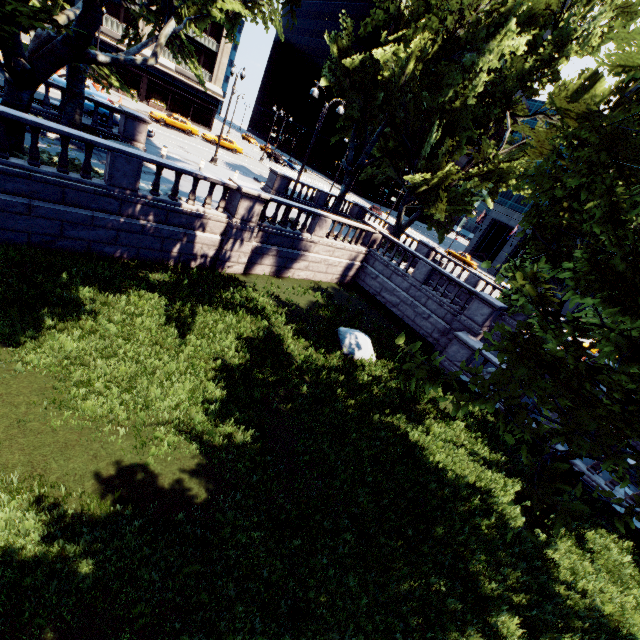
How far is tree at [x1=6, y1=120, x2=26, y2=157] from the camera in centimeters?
1020cm

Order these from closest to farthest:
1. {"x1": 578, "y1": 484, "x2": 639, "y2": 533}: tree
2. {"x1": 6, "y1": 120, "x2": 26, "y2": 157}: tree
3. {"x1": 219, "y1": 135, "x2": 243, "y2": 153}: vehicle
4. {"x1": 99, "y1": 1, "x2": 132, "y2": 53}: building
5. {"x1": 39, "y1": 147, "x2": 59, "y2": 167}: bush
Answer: {"x1": 578, "y1": 484, "x2": 639, "y2": 533}: tree → {"x1": 6, "y1": 120, "x2": 26, "y2": 157}: tree → {"x1": 39, "y1": 147, "x2": 59, "y2": 167}: bush → {"x1": 99, "y1": 1, "x2": 132, "y2": 53}: building → {"x1": 219, "y1": 135, "x2": 243, "y2": 153}: vehicle

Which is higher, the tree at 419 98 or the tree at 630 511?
the tree at 419 98

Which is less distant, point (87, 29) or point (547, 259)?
point (87, 29)

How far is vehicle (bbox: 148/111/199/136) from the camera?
35.2 meters

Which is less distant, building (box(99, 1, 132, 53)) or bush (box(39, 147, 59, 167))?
bush (box(39, 147, 59, 167))

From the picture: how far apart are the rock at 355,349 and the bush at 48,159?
12.9 meters

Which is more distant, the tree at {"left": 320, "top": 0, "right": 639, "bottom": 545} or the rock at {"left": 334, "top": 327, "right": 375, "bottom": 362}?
the rock at {"left": 334, "top": 327, "right": 375, "bottom": 362}
